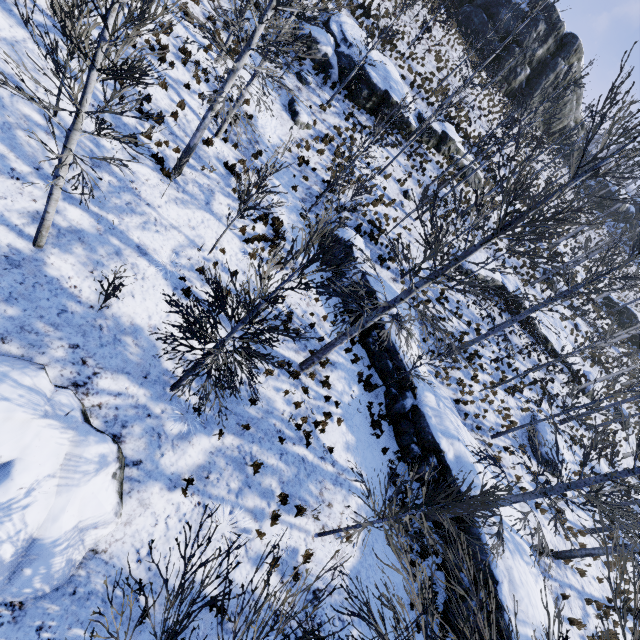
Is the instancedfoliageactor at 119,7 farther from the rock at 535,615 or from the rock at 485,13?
the rock at 485,13

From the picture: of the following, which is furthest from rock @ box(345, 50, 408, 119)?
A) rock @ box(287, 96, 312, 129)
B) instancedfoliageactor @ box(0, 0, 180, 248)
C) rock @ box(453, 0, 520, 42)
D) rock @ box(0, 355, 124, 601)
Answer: rock @ box(0, 355, 124, 601)

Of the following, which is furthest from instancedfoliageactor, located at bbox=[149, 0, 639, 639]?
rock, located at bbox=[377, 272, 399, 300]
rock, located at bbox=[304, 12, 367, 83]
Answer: rock, located at bbox=[304, 12, 367, 83]

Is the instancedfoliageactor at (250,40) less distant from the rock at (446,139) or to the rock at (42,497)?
the rock at (42,497)

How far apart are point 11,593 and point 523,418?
22.2m

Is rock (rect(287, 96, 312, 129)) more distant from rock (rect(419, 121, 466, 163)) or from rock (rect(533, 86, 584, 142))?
rock (rect(533, 86, 584, 142))

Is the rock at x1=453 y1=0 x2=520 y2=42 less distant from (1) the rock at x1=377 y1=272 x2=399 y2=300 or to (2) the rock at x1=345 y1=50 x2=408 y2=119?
(2) the rock at x1=345 y1=50 x2=408 y2=119

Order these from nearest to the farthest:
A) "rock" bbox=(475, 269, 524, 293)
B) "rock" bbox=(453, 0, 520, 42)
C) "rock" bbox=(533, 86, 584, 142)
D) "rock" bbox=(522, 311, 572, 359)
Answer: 1. "rock" bbox=(475, 269, 524, 293)
2. "rock" bbox=(522, 311, 572, 359)
3. "rock" bbox=(453, 0, 520, 42)
4. "rock" bbox=(533, 86, 584, 142)
